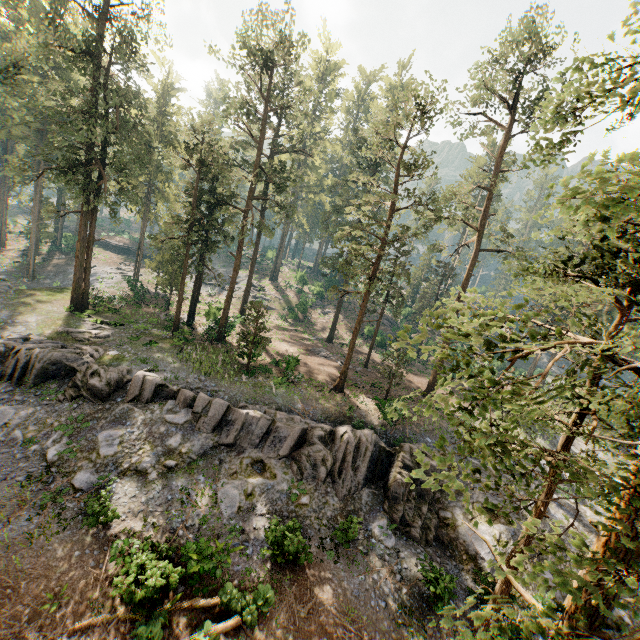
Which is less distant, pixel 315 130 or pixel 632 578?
pixel 632 578

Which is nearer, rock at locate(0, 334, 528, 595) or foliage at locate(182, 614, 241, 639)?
foliage at locate(182, 614, 241, 639)

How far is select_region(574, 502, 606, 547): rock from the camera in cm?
2041

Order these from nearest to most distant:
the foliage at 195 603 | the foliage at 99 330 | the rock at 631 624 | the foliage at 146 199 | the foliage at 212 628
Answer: the foliage at 146 199 → the foliage at 212 628 → the foliage at 195 603 → the rock at 631 624 → the foliage at 99 330

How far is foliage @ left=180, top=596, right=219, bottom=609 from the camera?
12.8m

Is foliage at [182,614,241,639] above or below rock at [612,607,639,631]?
below

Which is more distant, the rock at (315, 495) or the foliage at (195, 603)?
the rock at (315, 495)
